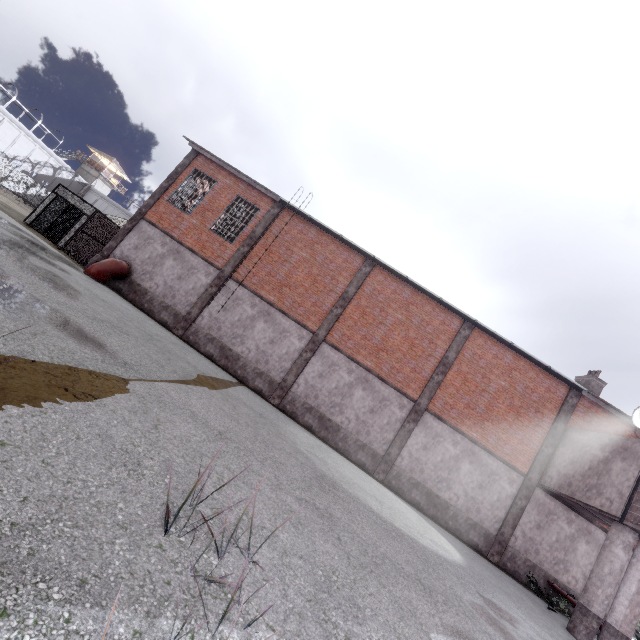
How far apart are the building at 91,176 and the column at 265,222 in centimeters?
5812cm

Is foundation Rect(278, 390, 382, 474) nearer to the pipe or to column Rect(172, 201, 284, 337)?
column Rect(172, 201, 284, 337)

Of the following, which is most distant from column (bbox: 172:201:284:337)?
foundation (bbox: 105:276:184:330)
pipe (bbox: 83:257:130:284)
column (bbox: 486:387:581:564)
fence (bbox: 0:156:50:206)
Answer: fence (bbox: 0:156:50:206)

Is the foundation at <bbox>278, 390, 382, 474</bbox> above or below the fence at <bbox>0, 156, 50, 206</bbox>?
below

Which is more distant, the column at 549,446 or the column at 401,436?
the column at 401,436

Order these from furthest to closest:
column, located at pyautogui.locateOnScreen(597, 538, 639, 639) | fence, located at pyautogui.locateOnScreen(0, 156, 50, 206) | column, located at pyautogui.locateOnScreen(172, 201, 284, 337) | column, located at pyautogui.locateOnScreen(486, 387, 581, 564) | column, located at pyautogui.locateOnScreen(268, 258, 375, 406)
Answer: fence, located at pyautogui.locateOnScreen(0, 156, 50, 206)
column, located at pyautogui.locateOnScreen(172, 201, 284, 337)
column, located at pyautogui.locateOnScreen(268, 258, 375, 406)
column, located at pyautogui.locateOnScreen(486, 387, 581, 564)
column, located at pyautogui.locateOnScreen(597, 538, 639, 639)

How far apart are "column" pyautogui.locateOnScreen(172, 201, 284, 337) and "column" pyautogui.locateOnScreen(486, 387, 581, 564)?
17.31m

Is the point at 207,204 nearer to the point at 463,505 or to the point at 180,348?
the point at 180,348
